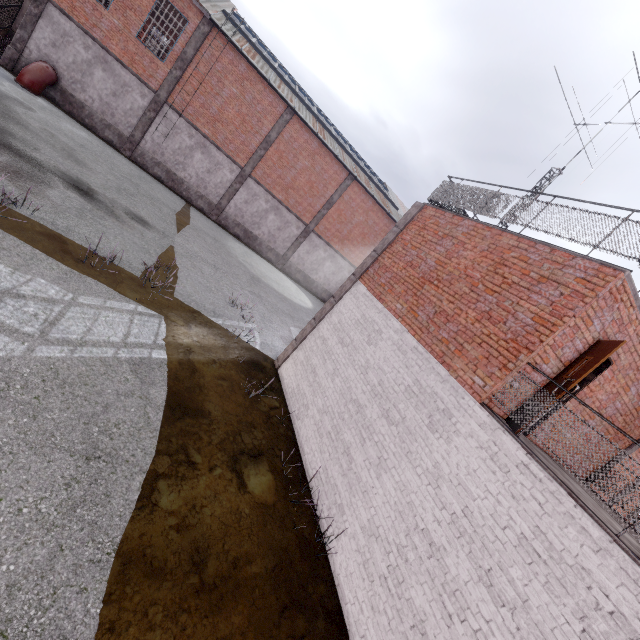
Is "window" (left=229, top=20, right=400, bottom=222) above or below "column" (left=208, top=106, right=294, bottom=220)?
above

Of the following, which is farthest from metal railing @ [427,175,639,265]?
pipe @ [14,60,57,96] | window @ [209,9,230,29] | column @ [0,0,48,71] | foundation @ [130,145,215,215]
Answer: column @ [0,0,48,71]

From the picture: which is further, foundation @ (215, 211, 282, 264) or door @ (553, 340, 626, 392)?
foundation @ (215, 211, 282, 264)

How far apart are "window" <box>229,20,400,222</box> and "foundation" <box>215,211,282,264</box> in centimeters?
922cm

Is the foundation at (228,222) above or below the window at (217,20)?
below

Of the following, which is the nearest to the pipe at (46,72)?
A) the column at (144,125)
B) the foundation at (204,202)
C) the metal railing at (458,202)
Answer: the column at (144,125)

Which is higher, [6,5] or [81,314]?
[6,5]

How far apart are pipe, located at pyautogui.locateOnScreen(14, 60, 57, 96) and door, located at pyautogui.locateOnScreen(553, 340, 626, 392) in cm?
2436
